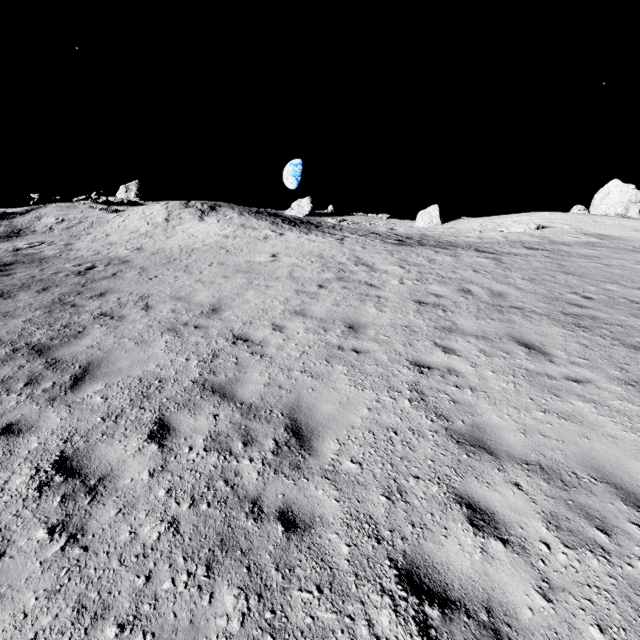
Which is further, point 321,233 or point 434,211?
point 434,211

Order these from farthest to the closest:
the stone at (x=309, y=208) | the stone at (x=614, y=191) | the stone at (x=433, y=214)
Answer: the stone at (x=309, y=208), the stone at (x=433, y=214), the stone at (x=614, y=191)

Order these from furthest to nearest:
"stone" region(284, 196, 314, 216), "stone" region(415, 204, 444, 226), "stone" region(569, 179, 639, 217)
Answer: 1. "stone" region(284, 196, 314, 216)
2. "stone" region(415, 204, 444, 226)
3. "stone" region(569, 179, 639, 217)

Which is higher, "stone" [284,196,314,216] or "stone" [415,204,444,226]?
"stone" [284,196,314,216]

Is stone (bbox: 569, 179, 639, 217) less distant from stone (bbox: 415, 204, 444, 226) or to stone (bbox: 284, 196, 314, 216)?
stone (bbox: 415, 204, 444, 226)

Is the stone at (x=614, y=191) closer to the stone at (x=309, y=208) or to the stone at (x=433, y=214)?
the stone at (x=433, y=214)

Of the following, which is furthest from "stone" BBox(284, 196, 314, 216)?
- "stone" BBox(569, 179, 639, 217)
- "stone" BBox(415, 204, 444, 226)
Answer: "stone" BBox(569, 179, 639, 217)
